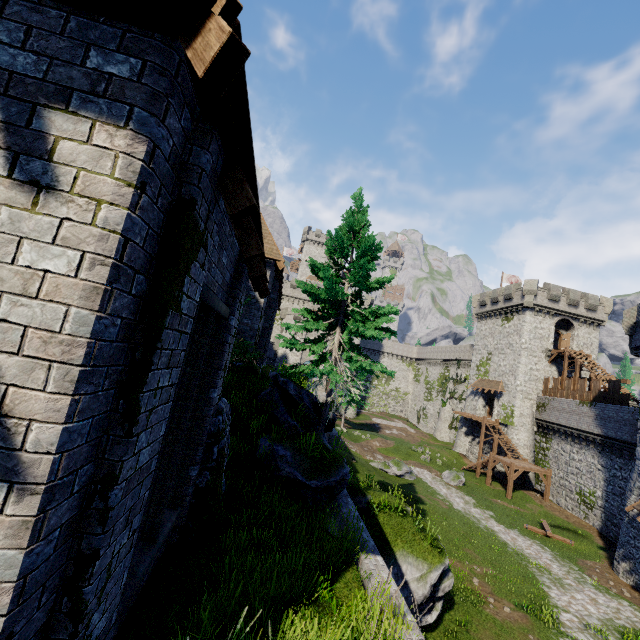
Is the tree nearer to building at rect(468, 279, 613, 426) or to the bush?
the bush

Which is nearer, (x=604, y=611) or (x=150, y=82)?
(x=150, y=82)

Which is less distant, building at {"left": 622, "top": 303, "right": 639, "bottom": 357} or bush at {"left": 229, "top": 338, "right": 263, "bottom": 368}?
bush at {"left": 229, "top": 338, "right": 263, "bottom": 368}

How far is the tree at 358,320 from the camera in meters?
11.7 m

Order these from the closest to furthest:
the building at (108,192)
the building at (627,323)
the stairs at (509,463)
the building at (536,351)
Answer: the building at (108,192) → the building at (627,323) → the stairs at (509,463) → the building at (536,351)

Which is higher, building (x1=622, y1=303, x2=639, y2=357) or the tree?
building (x1=622, y1=303, x2=639, y2=357)

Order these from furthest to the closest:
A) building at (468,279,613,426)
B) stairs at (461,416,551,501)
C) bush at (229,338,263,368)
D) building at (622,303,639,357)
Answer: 1. building at (468,279,613,426)
2. stairs at (461,416,551,501)
3. building at (622,303,639,357)
4. bush at (229,338,263,368)

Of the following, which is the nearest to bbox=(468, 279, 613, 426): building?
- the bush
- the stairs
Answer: the stairs
